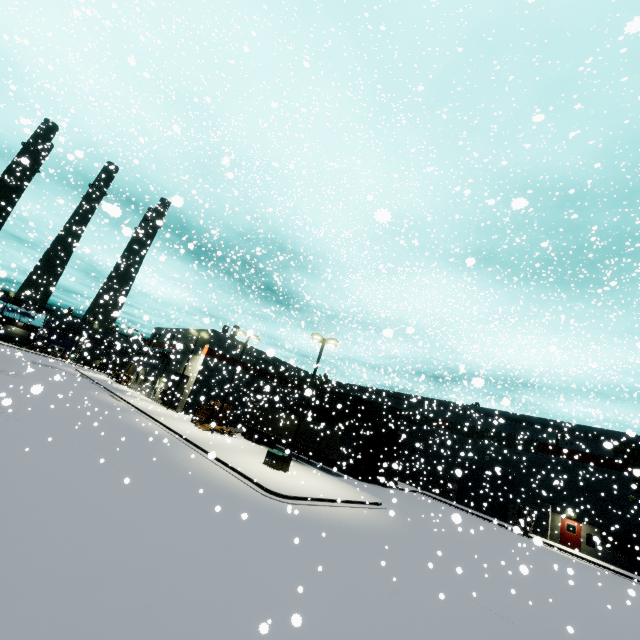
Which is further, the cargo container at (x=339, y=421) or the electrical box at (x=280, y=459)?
the cargo container at (x=339, y=421)

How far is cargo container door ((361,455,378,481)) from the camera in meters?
31.6

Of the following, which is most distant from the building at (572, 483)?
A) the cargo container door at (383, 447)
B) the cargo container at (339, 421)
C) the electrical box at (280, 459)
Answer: the electrical box at (280, 459)

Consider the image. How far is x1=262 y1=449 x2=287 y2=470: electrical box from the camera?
22.1m

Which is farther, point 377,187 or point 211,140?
point 211,140

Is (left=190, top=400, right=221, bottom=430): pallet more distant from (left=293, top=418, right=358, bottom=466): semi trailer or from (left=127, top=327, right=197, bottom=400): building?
Result: (left=293, top=418, right=358, bottom=466): semi trailer

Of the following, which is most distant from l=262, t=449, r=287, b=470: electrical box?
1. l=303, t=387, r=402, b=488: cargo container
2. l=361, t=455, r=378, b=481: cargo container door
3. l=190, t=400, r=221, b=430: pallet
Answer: l=190, t=400, r=221, b=430: pallet

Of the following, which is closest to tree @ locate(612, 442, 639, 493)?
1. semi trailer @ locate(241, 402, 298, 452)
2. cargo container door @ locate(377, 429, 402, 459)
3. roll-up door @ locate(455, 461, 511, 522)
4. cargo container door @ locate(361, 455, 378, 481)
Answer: roll-up door @ locate(455, 461, 511, 522)
